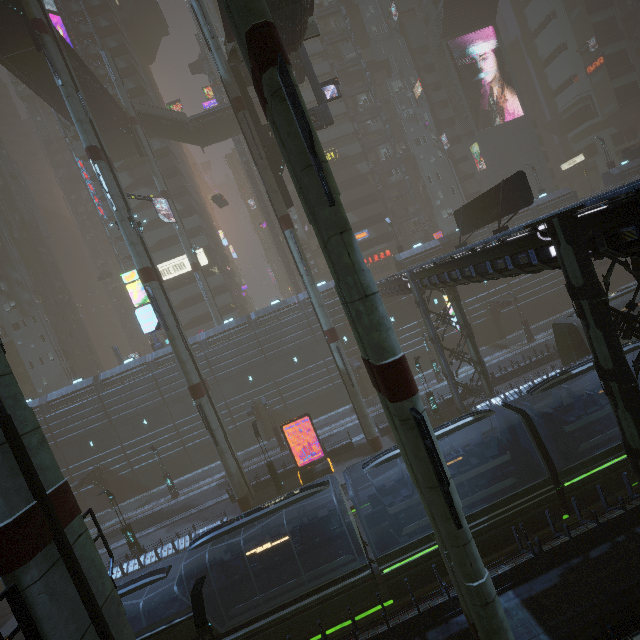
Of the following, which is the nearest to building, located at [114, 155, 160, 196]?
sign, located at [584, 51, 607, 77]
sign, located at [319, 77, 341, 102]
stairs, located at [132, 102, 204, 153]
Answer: sign, located at [584, 51, 607, 77]

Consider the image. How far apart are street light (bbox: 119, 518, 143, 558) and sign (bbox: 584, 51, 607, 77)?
92.87m

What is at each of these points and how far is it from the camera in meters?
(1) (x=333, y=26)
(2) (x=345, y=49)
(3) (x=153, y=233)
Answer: (1) building, 48.5
(2) building, 48.7
(3) building, 45.8

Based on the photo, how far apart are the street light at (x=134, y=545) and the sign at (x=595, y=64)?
92.9m

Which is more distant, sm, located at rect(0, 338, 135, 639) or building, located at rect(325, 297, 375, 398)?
building, located at rect(325, 297, 375, 398)

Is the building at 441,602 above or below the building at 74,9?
below

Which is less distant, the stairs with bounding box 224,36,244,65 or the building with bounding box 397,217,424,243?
the stairs with bounding box 224,36,244,65

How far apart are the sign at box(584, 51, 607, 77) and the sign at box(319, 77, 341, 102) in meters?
63.1
